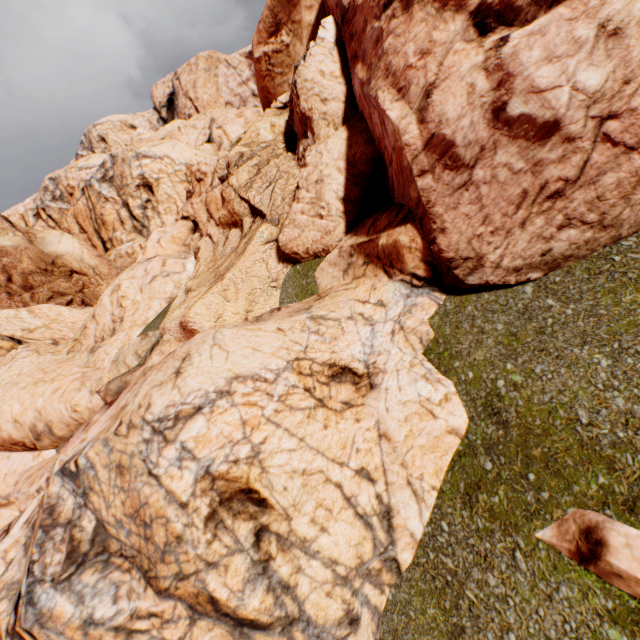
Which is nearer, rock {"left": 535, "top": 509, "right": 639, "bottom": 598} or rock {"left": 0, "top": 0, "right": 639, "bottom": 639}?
rock {"left": 535, "top": 509, "right": 639, "bottom": 598}

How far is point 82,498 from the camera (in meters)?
3.62

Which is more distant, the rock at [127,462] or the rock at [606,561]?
the rock at [127,462]
